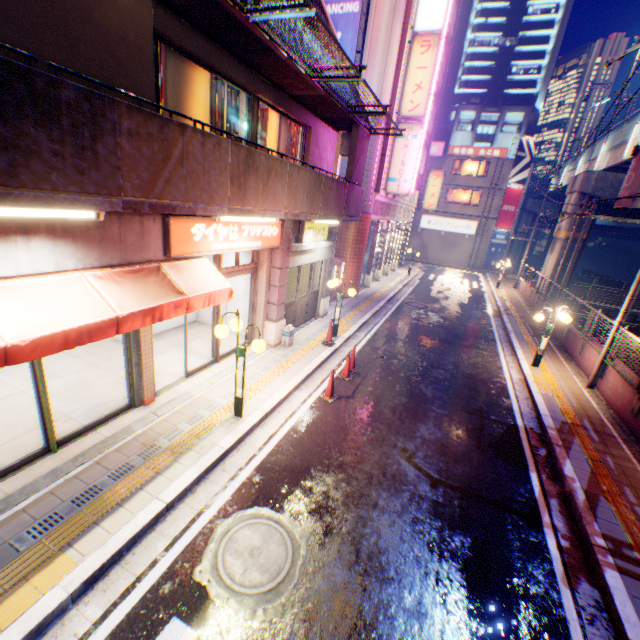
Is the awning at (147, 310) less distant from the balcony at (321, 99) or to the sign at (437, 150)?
the balcony at (321, 99)

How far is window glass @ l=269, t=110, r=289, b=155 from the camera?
9.45m

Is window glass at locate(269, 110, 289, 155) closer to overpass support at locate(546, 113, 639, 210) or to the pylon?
the pylon

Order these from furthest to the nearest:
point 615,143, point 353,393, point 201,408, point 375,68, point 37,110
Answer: point 615,143 < point 375,68 < point 353,393 < point 201,408 < point 37,110

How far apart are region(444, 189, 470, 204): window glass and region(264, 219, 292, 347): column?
33.5m

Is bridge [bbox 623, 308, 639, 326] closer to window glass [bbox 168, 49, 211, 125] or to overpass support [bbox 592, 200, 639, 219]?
overpass support [bbox 592, 200, 639, 219]

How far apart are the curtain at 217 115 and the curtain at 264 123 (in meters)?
0.28

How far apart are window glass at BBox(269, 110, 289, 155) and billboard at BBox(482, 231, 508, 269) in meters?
33.0 m
